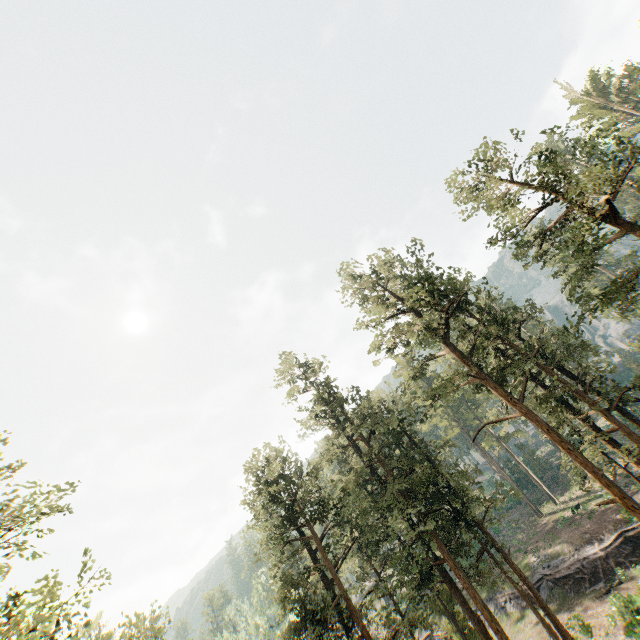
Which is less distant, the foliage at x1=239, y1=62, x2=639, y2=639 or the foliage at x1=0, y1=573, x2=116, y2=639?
the foliage at x1=0, y1=573, x2=116, y2=639

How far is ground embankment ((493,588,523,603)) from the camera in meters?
33.8

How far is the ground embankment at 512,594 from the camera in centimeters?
3378cm

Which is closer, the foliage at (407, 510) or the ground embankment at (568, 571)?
the foliage at (407, 510)

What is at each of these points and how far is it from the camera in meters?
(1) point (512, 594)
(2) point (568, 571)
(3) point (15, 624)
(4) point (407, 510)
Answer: (1) ground embankment, 34.3 m
(2) ground embankment, 30.6 m
(3) foliage, 12.5 m
(4) foliage, 22.4 m

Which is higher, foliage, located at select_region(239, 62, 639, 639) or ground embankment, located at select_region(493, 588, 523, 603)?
foliage, located at select_region(239, 62, 639, 639)
